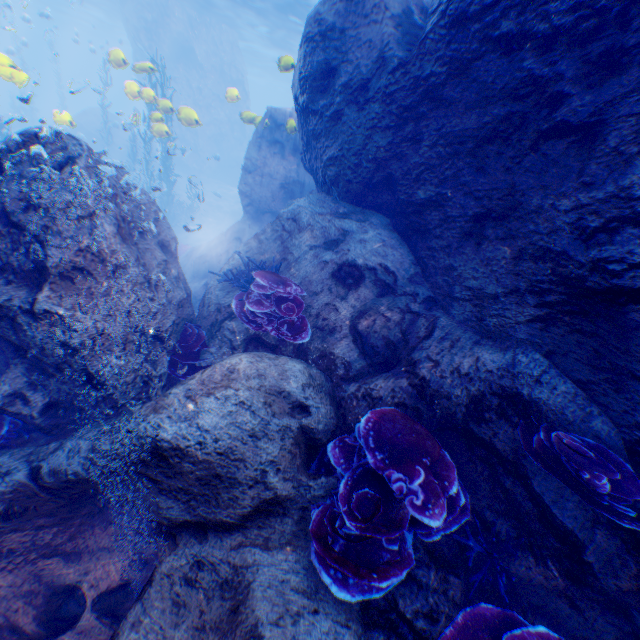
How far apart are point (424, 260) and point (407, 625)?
Result: 4.5m

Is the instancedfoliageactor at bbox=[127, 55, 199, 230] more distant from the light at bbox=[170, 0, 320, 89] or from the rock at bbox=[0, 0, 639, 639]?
the light at bbox=[170, 0, 320, 89]

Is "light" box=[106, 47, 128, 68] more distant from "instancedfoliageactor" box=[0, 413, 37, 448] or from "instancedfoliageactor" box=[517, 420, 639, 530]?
"instancedfoliageactor" box=[0, 413, 37, 448]

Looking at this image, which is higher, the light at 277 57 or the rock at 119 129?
the light at 277 57

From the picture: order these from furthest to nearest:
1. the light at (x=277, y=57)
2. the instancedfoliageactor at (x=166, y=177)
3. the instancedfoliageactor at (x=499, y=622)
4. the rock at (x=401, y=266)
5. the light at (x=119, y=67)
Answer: the light at (x=277, y=57)
the instancedfoliageactor at (x=166, y=177)
the light at (x=119, y=67)
the rock at (x=401, y=266)
the instancedfoliageactor at (x=499, y=622)

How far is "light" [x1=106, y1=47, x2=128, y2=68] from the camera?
10.25m

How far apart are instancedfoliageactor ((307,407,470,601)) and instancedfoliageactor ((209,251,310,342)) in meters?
1.3

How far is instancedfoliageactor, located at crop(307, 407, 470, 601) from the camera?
2.68m
